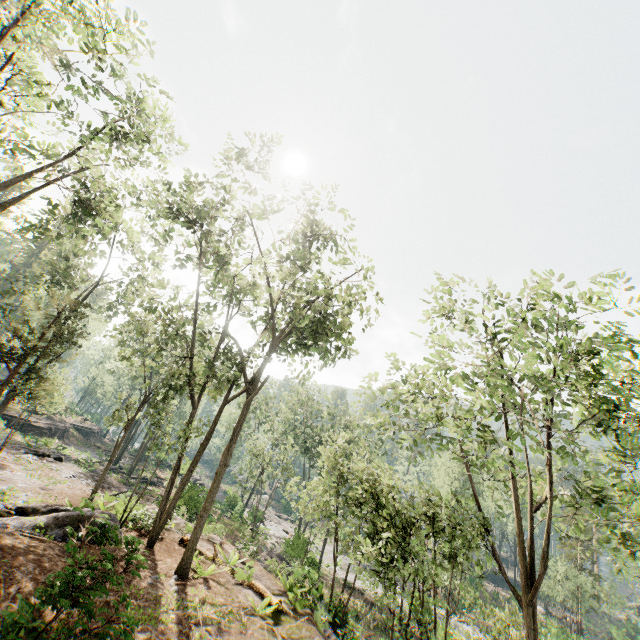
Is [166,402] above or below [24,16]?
below

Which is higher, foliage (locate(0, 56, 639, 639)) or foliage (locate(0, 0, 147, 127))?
foliage (locate(0, 0, 147, 127))

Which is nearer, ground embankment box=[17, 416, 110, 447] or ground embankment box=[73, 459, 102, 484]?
ground embankment box=[73, 459, 102, 484]

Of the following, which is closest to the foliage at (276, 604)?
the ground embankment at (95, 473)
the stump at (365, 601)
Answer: the ground embankment at (95, 473)

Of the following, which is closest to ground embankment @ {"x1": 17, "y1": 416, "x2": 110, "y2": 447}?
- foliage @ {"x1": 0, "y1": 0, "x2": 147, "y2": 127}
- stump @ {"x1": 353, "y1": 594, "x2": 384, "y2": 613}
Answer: foliage @ {"x1": 0, "y1": 0, "x2": 147, "y2": 127}

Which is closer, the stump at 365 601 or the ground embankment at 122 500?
the ground embankment at 122 500

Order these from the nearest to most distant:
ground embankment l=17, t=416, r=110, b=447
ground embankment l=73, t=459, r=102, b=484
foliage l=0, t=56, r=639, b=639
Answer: Result:
1. foliage l=0, t=56, r=639, b=639
2. ground embankment l=73, t=459, r=102, b=484
3. ground embankment l=17, t=416, r=110, b=447

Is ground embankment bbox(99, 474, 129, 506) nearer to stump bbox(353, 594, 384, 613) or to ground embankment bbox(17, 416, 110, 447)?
ground embankment bbox(17, 416, 110, 447)
